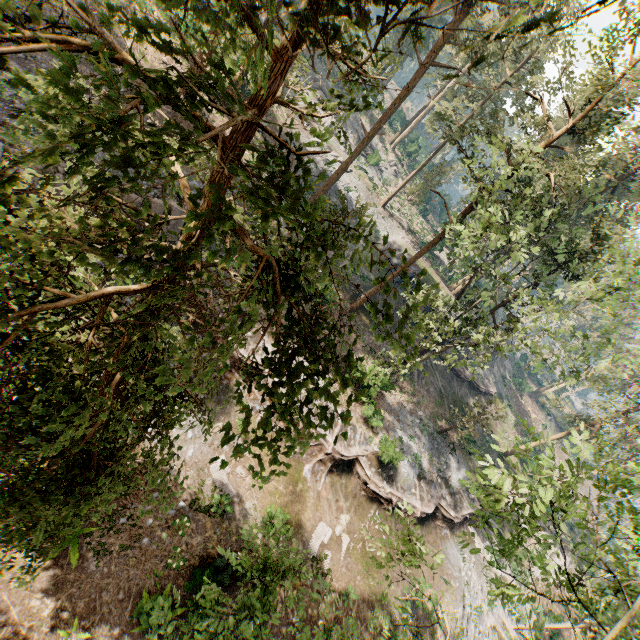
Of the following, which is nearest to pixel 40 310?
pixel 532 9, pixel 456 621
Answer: pixel 456 621

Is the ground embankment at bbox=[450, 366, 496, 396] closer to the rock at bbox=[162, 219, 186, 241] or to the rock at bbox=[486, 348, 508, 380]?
the rock at bbox=[486, 348, 508, 380]

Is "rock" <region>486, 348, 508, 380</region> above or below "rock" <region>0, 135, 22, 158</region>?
above

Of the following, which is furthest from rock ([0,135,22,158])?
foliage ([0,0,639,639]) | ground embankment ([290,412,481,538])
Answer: foliage ([0,0,639,639])

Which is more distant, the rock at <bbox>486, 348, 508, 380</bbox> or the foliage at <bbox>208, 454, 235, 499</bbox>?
the rock at <bbox>486, 348, 508, 380</bbox>

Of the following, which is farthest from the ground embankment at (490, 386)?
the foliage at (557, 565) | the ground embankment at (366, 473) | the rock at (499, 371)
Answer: the ground embankment at (366, 473)

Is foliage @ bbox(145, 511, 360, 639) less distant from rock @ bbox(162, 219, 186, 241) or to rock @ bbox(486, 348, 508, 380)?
rock @ bbox(486, 348, 508, 380)
